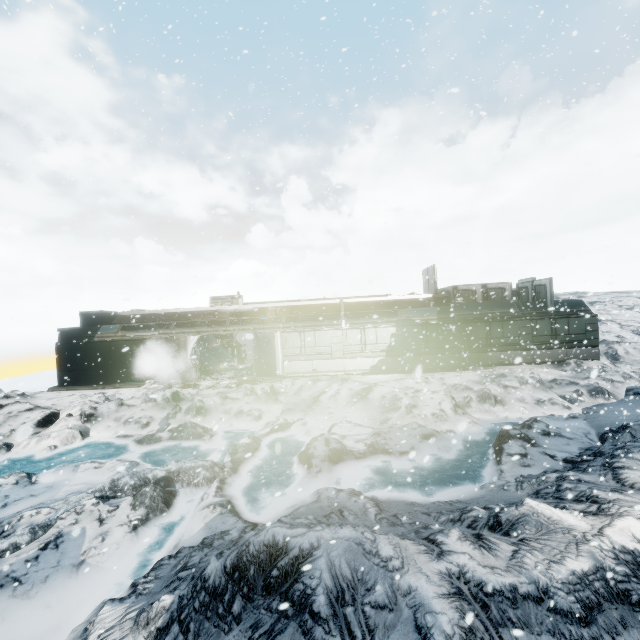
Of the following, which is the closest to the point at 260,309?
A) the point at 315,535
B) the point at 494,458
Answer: the point at 494,458
